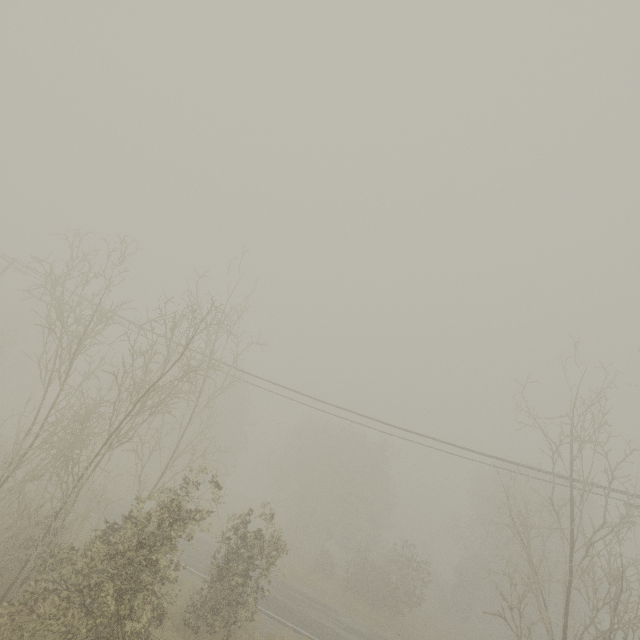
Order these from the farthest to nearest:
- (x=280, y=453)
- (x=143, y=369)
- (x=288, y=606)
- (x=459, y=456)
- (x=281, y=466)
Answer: (x=280, y=453) → (x=281, y=466) → (x=288, y=606) → (x=459, y=456) → (x=143, y=369)
